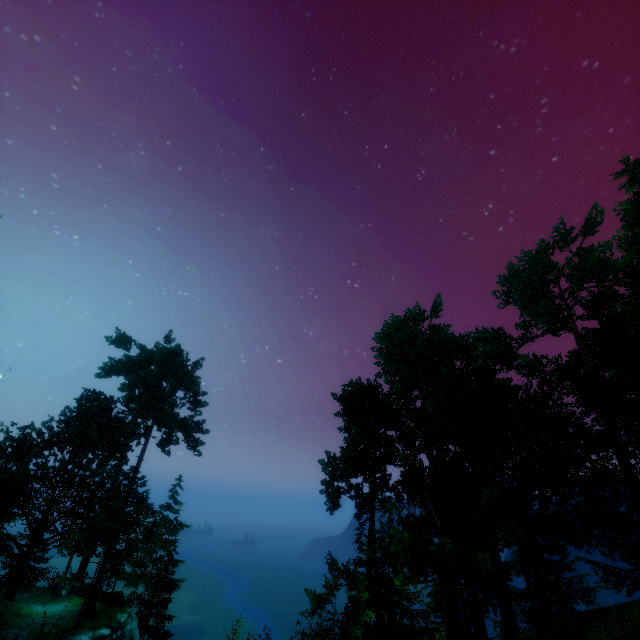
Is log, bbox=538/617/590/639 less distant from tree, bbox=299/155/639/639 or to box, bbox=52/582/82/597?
tree, bbox=299/155/639/639

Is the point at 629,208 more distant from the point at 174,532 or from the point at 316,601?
the point at 174,532

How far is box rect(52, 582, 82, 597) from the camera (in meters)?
26.31

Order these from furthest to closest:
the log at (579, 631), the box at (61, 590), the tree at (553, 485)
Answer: the box at (61, 590) → the tree at (553, 485) → the log at (579, 631)

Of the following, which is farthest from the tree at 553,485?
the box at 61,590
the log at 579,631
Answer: the box at 61,590

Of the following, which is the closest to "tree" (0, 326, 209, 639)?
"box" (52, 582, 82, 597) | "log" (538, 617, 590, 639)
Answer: "log" (538, 617, 590, 639)
